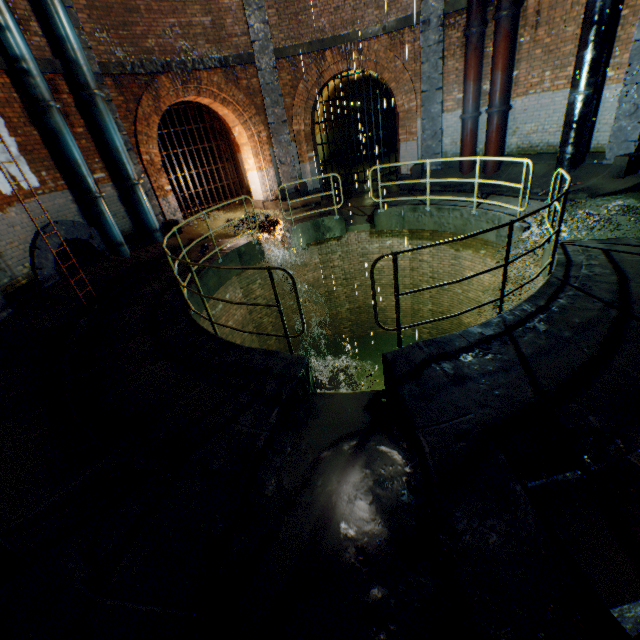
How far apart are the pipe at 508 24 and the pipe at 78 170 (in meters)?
11.17

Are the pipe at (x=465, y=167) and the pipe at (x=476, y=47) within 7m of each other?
yes

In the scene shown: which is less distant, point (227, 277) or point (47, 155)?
point (47, 155)

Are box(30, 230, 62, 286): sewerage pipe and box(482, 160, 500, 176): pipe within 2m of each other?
no

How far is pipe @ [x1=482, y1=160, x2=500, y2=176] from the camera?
10.1 meters

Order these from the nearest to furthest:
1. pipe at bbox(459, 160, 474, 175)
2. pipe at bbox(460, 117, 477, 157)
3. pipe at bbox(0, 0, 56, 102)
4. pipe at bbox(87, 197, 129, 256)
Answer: pipe at bbox(0, 0, 56, 102)
pipe at bbox(87, 197, 129, 256)
pipe at bbox(460, 117, 477, 157)
pipe at bbox(459, 160, 474, 175)

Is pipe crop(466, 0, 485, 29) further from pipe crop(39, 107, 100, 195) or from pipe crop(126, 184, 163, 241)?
pipe crop(39, 107, 100, 195)

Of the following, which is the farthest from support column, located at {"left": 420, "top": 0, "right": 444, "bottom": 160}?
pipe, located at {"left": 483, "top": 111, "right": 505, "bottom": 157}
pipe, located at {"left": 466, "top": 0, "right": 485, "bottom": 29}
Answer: pipe, located at {"left": 483, "top": 111, "right": 505, "bottom": 157}
